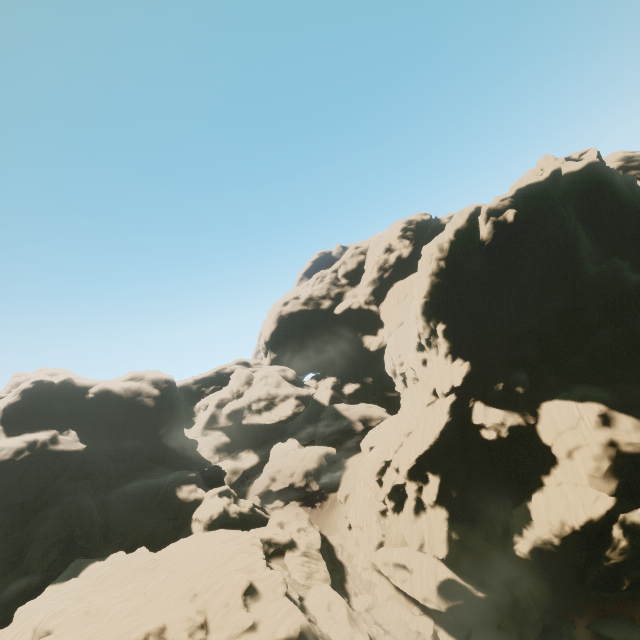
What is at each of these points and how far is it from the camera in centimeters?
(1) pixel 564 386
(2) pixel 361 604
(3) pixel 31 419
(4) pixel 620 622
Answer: (1) rock, 3578cm
(2) rock, 3872cm
(3) rock, 5519cm
(4) rock, 2775cm

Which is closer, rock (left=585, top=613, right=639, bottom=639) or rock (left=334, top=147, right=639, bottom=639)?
rock (left=585, top=613, right=639, bottom=639)

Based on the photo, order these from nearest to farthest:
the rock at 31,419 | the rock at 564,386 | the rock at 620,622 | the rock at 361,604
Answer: the rock at 620,622 → the rock at 31,419 → the rock at 564,386 → the rock at 361,604

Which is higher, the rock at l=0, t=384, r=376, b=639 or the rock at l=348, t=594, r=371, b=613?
the rock at l=0, t=384, r=376, b=639

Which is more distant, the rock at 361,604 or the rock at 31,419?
the rock at 361,604

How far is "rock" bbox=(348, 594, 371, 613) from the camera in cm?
3828

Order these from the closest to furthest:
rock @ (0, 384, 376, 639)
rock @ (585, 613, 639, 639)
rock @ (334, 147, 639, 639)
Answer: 1. rock @ (585, 613, 639, 639)
2. rock @ (0, 384, 376, 639)
3. rock @ (334, 147, 639, 639)
